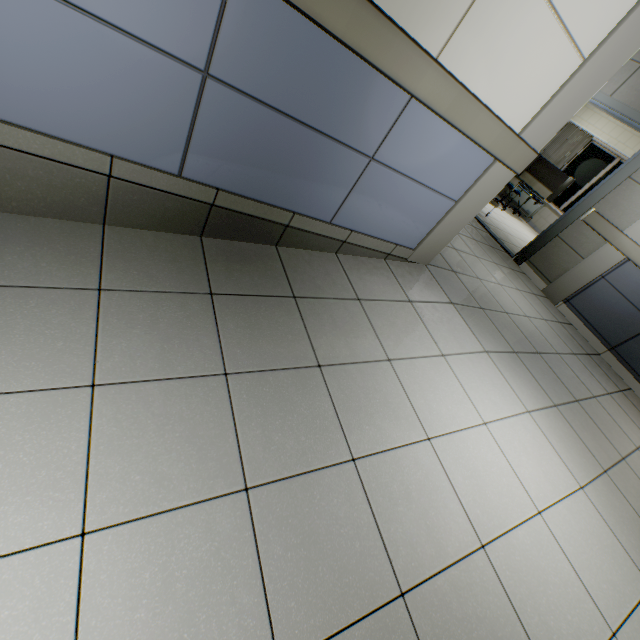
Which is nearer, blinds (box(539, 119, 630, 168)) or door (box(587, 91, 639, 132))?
door (box(587, 91, 639, 132))

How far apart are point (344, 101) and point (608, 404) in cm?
372

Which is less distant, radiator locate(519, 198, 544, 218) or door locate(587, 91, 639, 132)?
door locate(587, 91, 639, 132)

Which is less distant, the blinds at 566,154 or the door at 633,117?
the door at 633,117

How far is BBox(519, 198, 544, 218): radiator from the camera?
9.39m

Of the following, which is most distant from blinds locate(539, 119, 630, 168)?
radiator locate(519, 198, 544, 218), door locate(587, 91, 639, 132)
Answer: door locate(587, 91, 639, 132)

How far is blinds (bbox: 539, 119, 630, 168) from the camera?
8.50m

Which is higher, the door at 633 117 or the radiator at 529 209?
the door at 633 117
